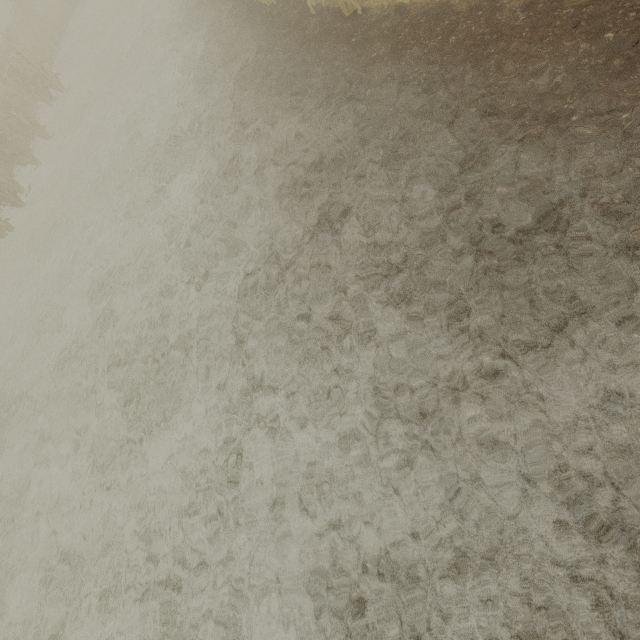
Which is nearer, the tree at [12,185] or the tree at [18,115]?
the tree at [12,185]

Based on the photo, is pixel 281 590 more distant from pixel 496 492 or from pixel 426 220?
pixel 426 220

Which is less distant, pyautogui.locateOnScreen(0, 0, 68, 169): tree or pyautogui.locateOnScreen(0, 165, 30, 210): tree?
pyautogui.locateOnScreen(0, 165, 30, 210): tree
